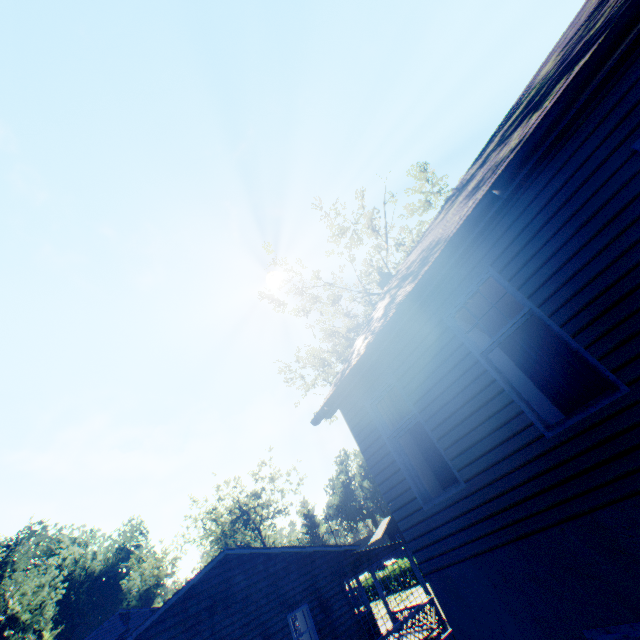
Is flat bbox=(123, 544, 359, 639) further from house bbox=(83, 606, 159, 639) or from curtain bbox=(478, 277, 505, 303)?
curtain bbox=(478, 277, 505, 303)

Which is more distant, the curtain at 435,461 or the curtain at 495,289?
the curtain at 435,461

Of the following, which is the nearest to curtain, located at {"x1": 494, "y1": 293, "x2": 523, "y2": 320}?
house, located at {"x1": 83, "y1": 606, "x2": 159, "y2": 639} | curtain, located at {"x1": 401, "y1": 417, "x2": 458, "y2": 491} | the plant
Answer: curtain, located at {"x1": 401, "y1": 417, "x2": 458, "y2": 491}

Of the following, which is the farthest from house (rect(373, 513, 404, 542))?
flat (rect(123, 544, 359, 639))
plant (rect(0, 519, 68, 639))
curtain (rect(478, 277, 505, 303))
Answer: curtain (rect(478, 277, 505, 303))

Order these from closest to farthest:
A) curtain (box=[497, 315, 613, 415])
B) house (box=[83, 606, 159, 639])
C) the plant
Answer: curtain (box=[497, 315, 613, 415]) < house (box=[83, 606, 159, 639]) < the plant

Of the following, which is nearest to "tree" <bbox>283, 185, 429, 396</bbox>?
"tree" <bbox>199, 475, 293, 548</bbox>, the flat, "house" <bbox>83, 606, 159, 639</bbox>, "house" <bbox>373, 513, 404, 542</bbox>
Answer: the flat

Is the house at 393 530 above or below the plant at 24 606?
below

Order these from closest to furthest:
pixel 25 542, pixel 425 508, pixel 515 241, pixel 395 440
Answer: pixel 515 241, pixel 425 508, pixel 395 440, pixel 25 542
